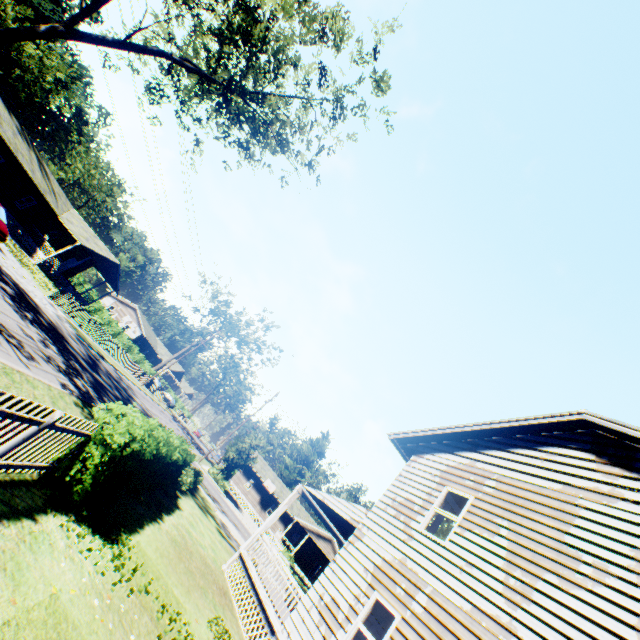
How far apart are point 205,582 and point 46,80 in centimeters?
7198cm

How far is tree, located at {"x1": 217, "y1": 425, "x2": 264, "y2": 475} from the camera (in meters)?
37.28

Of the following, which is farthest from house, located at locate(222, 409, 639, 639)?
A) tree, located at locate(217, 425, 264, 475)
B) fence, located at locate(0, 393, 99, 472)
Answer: tree, located at locate(217, 425, 264, 475)

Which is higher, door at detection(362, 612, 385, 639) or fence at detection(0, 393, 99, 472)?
door at detection(362, 612, 385, 639)

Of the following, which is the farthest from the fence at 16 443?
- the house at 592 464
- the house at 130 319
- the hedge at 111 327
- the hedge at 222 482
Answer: the house at 130 319

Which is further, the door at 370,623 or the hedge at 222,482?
the hedge at 222,482

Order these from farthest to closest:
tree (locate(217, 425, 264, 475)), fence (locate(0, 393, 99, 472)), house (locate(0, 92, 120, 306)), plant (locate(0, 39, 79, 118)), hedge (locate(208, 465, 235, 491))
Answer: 1. plant (locate(0, 39, 79, 118))
2. tree (locate(217, 425, 264, 475))
3. hedge (locate(208, 465, 235, 491))
4. house (locate(0, 92, 120, 306))
5. fence (locate(0, 393, 99, 472))

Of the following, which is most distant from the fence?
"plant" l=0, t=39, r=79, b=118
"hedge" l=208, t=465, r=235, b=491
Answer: "hedge" l=208, t=465, r=235, b=491
